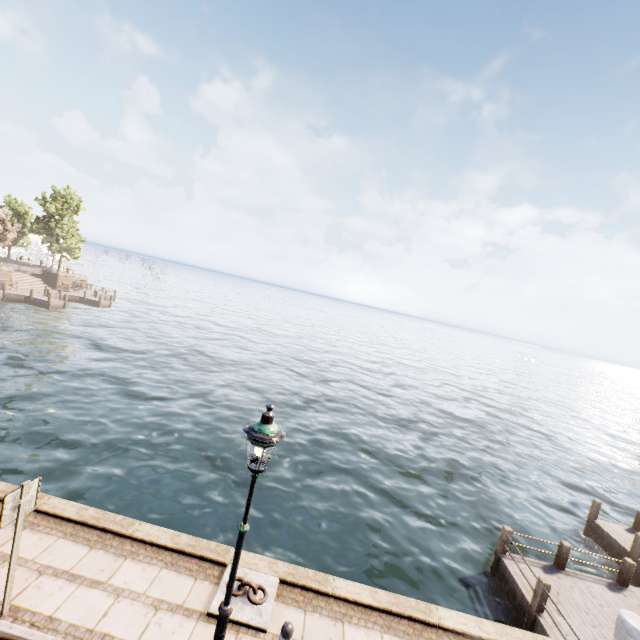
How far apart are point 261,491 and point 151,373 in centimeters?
1386cm

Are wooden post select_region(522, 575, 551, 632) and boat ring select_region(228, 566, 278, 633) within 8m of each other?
yes

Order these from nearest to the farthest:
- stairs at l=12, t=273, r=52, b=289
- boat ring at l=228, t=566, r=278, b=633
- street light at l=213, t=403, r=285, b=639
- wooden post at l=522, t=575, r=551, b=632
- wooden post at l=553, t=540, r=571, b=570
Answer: street light at l=213, t=403, r=285, b=639 → boat ring at l=228, t=566, r=278, b=633 → wooden post at l=522, t=575, r=551, b=632 → wooden post at l=553, t=540, r=571, b=570 → stairs at l=12, t=273, r=52, b=289

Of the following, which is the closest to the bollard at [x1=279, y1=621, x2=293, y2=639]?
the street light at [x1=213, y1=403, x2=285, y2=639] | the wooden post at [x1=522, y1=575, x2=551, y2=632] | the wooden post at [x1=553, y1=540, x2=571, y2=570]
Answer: the street light at [x1=213, y1=403, x2=285, y2=639]

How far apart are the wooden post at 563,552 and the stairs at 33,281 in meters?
51.3

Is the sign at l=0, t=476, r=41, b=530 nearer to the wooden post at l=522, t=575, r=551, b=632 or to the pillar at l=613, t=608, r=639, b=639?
the pillar at l=613, t=608, r=639, b=639

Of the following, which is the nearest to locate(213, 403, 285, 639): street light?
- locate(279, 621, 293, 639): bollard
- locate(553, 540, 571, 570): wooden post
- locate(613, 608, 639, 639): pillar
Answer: locate(279, 621, 293, 639): bollard

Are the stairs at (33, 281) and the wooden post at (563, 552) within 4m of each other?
no
